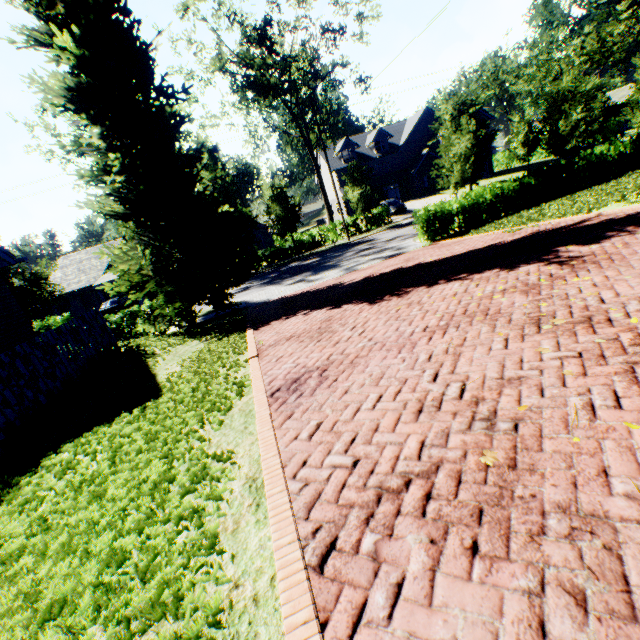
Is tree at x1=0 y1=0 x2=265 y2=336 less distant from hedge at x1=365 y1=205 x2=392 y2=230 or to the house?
hedge at x1=365 y1=205 x2=392 y2=230

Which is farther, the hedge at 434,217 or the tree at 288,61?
the tree at 288,61

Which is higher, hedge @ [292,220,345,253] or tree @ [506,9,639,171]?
tree @ [506,9,639,171]

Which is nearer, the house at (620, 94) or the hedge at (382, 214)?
the hedge at (382, 214)

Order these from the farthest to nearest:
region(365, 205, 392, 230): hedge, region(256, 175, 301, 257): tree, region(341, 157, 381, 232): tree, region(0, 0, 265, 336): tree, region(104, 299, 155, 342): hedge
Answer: region(365, 205, 392, 230): hedge, region(341, 157, 381, 232): tree, region(256, 175, 301, 257): tree, region(104, 299, 155, 342): hedge, region(0, 0, 265, 336): tree

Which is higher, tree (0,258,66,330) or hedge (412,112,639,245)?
tree (0,258,66,330)

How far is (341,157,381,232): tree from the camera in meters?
27.8

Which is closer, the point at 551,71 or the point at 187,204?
the point at 187,204
